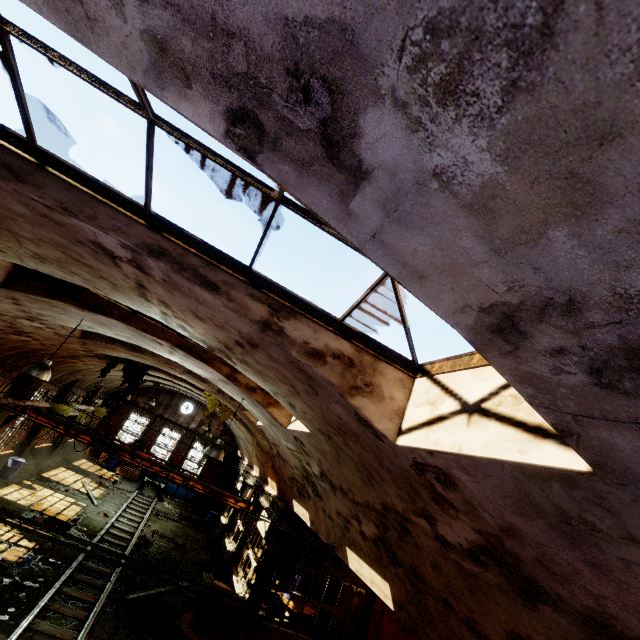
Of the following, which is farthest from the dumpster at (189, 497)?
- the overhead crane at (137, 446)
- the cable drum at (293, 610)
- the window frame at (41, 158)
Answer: the window frame at (41, 158)

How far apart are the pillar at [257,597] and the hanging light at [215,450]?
6.3 meters

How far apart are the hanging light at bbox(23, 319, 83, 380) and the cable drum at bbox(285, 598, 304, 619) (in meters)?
14.22

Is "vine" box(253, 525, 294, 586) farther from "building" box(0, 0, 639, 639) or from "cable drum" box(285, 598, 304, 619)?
"cable drum" box(285, 598, 304, 619)

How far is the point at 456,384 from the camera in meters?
3.2

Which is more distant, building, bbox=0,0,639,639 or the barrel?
the barrel

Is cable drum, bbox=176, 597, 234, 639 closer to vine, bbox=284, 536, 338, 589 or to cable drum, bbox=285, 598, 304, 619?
vine, bbox=284, 536, 338, 589

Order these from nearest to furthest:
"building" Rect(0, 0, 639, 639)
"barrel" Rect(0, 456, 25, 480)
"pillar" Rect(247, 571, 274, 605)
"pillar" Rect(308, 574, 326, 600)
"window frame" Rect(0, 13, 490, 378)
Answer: "building" Rect(0, 0, 639, 639)
"window frame" Rect(0, 13, 490, 378)
"pillar" Rect(247, 571, 274, 605)
"barrel" Rect(0, 456, 25, 480)
"pillar" Rect(308, 574, 326, 600)
